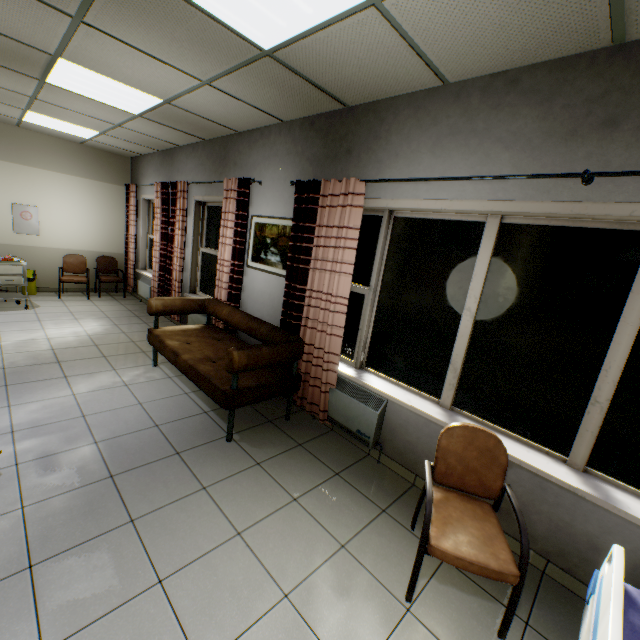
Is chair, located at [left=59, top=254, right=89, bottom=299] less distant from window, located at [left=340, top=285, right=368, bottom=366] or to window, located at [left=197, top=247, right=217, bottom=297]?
window, located at [left=197, top=247, right=217, bottom=297]

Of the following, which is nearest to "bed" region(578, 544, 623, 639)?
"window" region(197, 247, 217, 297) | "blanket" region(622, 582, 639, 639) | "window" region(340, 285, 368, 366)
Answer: "blanket" region(622, 582, 639, 639)

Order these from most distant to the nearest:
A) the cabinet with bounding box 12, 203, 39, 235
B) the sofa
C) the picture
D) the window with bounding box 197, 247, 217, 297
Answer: the cabinet with bounding box 12, 203, 39, 235 < the window with bounding box 197, 247, 217, 297 < the picture < the sofa

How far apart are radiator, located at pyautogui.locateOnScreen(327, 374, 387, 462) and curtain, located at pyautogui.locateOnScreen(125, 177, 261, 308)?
3.8m

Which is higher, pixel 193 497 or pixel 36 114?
pixel 36 114

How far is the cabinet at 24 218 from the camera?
6.45m

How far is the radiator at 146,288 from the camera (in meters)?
7.02

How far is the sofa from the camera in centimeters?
294cm
